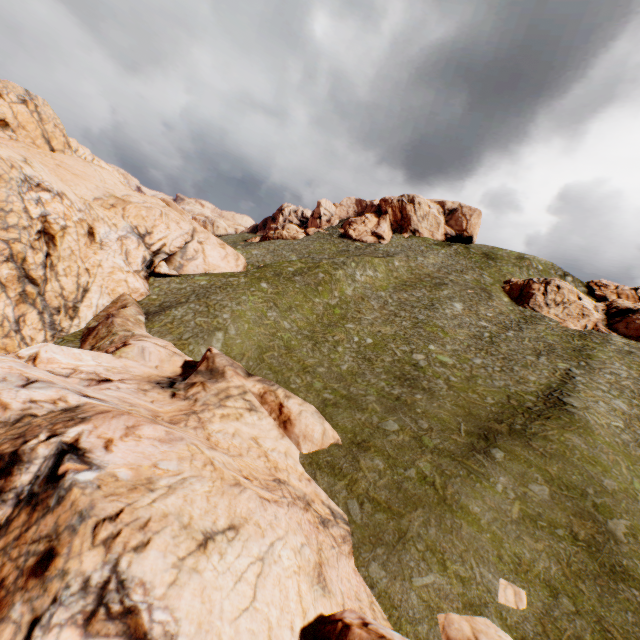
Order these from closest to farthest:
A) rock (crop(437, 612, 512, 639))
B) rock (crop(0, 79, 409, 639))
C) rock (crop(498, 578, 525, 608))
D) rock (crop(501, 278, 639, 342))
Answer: rock (crop(0, 79, 409, 639))
rock (crop(437, 612, 512, 639))
rock (crop(498, 578, 525, 608))
rock (crop(501, 278, 639, 342))

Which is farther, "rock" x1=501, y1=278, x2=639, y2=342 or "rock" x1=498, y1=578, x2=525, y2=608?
"rock" x1=501, y1=278, x2=639, y2=342

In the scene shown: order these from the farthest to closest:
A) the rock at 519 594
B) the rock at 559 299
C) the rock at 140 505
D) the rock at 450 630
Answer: the rock at 559 299
the rock at 519 594
the rock at 450 630
the rock at 140 505

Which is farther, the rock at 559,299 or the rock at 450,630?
the rock at 559,299

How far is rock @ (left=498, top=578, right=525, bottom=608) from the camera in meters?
12.2 m

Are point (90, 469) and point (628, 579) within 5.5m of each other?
no

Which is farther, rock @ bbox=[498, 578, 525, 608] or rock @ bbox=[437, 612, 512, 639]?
rock @ bbox=[498, 578, 525, 608]
